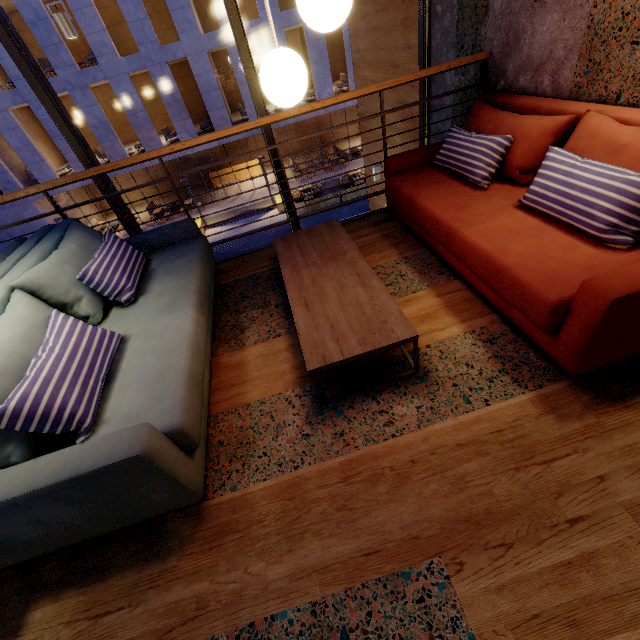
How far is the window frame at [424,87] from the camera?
3.8m

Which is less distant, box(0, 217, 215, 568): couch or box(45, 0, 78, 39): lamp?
box(0, 217, 215, 568): couch

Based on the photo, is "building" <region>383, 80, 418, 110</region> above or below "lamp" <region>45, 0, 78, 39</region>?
below

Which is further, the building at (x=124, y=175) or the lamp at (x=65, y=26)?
the building at (x=124, y=175)

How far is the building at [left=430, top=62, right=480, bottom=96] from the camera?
3.04m

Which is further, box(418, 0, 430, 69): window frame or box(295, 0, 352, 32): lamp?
box(418, 0, 430, 69): window frame

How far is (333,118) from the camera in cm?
2581

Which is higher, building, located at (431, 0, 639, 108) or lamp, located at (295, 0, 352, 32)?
lamp, located at (295, 0, 352, 32)
